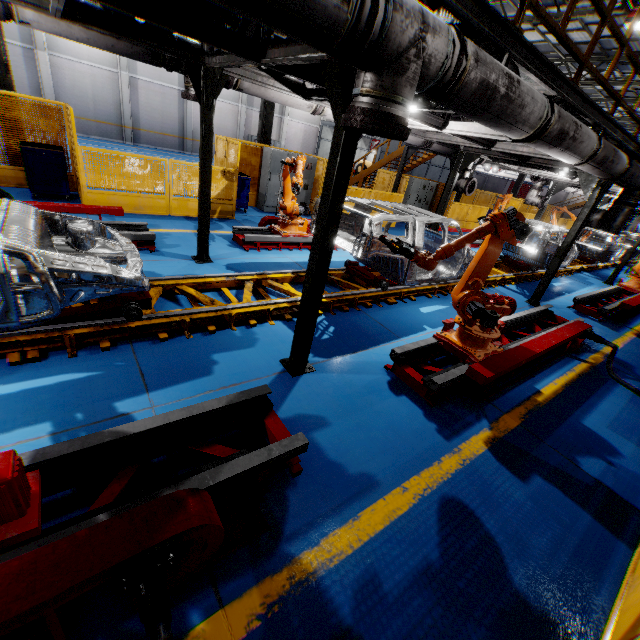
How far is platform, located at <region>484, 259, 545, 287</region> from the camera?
9.9m

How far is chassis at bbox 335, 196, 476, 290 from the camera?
5.7 meters

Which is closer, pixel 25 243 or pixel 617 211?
pixel 25 243

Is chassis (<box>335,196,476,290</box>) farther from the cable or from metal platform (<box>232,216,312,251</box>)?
the cable

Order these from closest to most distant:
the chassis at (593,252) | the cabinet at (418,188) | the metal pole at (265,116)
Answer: the metal pole at (265,116) < the chassis at (593,252) < the cabinet at (418,188)

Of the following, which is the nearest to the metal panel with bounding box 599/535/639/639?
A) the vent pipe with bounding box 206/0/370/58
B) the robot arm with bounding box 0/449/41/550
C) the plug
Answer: the plug

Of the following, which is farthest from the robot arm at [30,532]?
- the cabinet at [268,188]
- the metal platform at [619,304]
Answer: the metal platform at [619,304]

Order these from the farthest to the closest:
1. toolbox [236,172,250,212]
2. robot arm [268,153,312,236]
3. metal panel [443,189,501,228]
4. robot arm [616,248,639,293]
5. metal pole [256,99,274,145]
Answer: metal panel [443,189,501,228], metal pole [256,99,274,145], robot arm [616,248,639,293], toolbox [236,172,250,212], robot arm [268,153,312,236]
